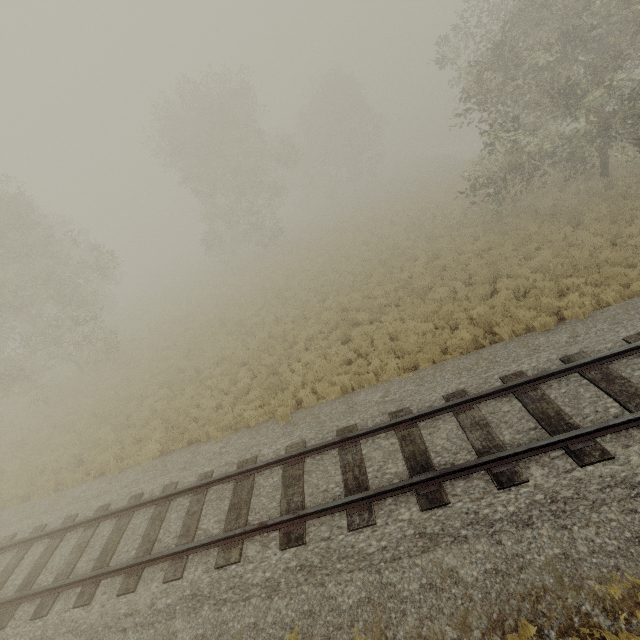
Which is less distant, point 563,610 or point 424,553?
point 563,610
